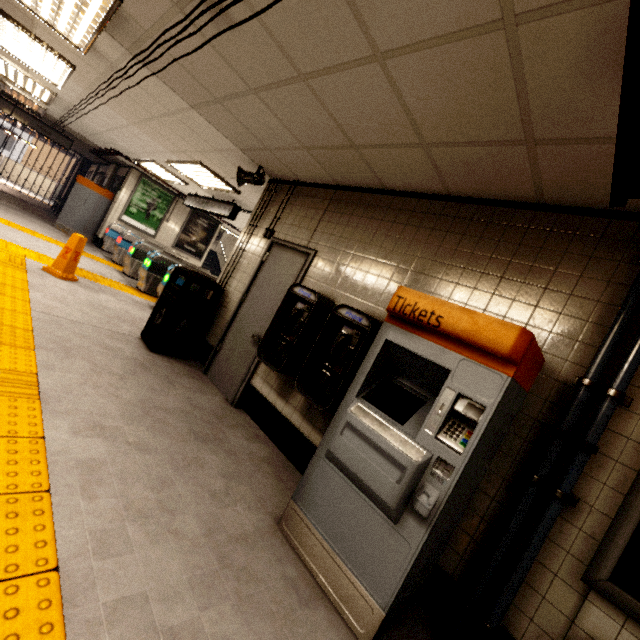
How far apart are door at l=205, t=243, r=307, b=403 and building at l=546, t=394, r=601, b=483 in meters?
2.9 m

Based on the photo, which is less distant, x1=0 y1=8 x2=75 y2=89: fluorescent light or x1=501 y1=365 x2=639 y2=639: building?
x1=501 y1=365 x2=639 y2=639: building

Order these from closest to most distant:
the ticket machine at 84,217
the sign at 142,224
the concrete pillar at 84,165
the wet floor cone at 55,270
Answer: the wet floor cone at 55,270, the ticket machine at 84,217, the sign at 142,224, the concrete pillar at 84,165

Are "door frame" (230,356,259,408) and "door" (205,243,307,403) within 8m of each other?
yes

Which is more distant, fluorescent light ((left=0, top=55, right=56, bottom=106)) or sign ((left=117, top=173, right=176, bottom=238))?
sign ((left=117, top=173, right=176, bottom=238))

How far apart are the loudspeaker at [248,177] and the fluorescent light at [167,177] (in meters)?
4.78

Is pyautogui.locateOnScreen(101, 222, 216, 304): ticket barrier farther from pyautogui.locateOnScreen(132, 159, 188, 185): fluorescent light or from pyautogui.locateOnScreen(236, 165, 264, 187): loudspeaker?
pyautogui.locateOnScreen(236, 165, 264, 187): loudspeaker

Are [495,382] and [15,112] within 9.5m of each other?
→ no
